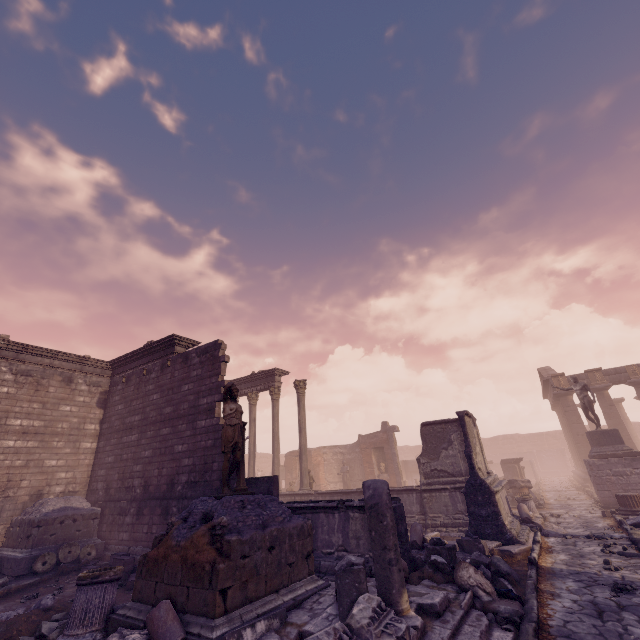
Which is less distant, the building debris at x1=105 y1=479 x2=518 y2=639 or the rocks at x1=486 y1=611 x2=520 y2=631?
the building debris at x1=105 y1=479 x2=518 y2=639

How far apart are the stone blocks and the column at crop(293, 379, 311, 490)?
7.3m

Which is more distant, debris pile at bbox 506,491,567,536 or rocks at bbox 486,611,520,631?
debris pile at bbox 506,491,567,536

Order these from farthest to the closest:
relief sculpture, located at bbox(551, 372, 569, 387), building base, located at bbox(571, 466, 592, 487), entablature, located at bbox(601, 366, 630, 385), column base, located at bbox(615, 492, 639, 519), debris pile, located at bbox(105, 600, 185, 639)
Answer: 1. relief sculpture, located at bbox(551, 372, 569, 387)
2. entablature, located at bbox(601, 366, 630, 385)
3. building base, located at bbox(571, 466, 592, 487)
4. column base, located at bbox(615, 492, 639, 519)
5. debris pile, located at bbox(105, 600, 185, 639)

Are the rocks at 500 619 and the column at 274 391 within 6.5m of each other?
no

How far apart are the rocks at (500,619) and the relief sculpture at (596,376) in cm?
2443

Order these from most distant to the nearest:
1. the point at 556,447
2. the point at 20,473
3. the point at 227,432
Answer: the point at 556,447 < the point at 20,473 < the point at 227,432

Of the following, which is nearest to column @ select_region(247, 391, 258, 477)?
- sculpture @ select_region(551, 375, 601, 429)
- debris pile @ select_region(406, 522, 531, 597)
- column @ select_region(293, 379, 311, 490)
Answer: column @ select_region(293, 379, 311, 490)
